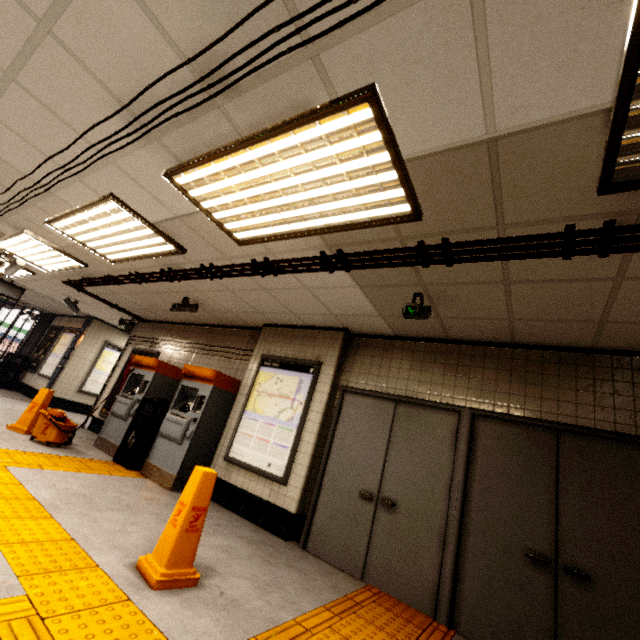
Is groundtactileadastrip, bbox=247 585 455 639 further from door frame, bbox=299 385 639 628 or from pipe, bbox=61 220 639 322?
pipe, bbox=61 220 639 322

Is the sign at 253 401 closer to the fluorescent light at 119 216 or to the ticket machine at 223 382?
the ticket machine at 223 382

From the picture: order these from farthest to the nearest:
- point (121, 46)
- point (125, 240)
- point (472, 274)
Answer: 1. point (125, 240)
2. point (472, 274)
3. point (121, 46)

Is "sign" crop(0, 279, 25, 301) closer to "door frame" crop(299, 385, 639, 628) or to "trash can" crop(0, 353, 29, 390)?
"trash can" crop(0, 353, 29, 390)

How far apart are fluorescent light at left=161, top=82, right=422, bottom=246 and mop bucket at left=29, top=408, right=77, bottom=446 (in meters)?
4.51

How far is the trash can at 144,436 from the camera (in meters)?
5.37

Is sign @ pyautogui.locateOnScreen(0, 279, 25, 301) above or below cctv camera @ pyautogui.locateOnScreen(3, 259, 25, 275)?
below

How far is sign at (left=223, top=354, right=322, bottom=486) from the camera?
4.57m
